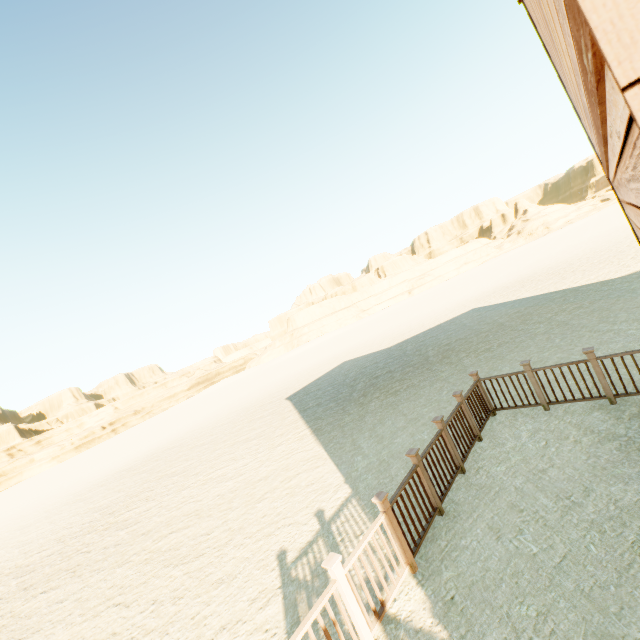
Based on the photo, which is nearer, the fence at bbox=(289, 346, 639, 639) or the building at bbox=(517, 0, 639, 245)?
the building at bbox=(517, 0, 639, 245)

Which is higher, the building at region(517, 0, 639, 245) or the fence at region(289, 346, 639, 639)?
the building at region(517, 0, 639, 245)

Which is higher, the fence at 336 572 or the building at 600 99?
the building at 600 99

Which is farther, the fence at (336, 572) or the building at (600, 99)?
the fence at (336, 572)

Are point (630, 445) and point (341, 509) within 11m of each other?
yes
